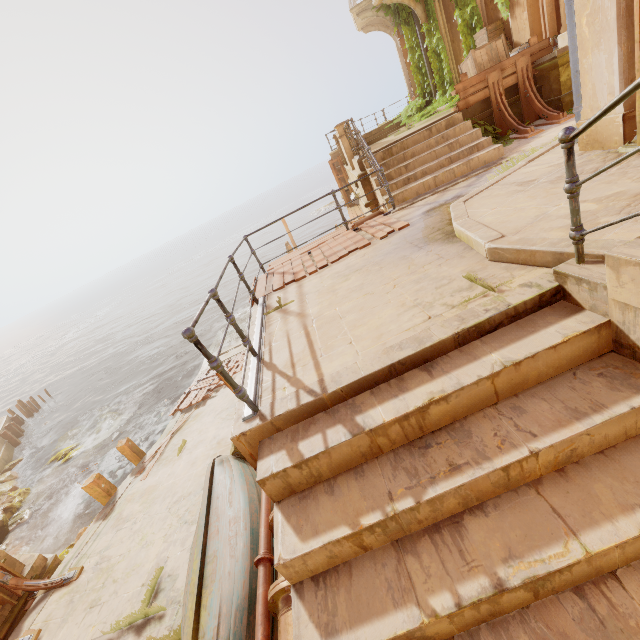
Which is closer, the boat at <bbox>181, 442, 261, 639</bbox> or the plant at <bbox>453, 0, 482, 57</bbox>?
the boat at <bbox>181, 442, 261, 639</bbox>

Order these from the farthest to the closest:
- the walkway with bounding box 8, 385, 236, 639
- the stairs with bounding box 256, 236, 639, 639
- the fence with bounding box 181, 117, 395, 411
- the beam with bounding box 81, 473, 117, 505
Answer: the beam with bounding box 81, 473, 117, 505 < the walkway with bounding box 8, 385, 236, 639 < the fence with bounding box 181, 117, 395, 411 < the stairs with bounding box 256, 236, 639, 639

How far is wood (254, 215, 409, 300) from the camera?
6.0 meters

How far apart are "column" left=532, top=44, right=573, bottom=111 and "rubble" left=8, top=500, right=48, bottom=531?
24.6 meters

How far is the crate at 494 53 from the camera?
8.3m

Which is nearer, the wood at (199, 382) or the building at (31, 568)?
the building at (31, 568)

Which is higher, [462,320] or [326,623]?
[462,320]

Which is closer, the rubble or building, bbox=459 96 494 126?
building, bbox=459 96 494 126
